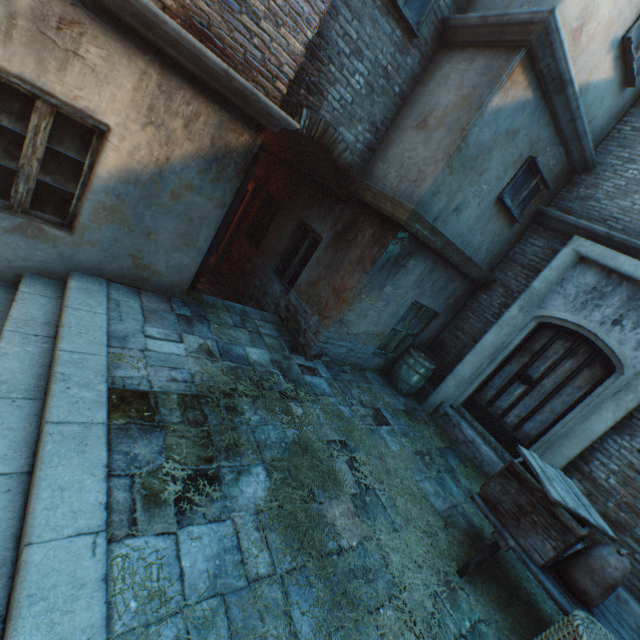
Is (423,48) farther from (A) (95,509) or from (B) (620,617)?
(B) (620,617)

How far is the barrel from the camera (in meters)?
6.44

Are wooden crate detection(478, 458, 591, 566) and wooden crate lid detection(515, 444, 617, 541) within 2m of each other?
yes

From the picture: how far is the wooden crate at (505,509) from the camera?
2.9m

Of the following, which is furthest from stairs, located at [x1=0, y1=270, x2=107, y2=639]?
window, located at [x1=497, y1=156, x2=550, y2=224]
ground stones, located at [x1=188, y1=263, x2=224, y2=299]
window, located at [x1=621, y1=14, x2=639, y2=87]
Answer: window, located at [x1=621, y1=14, x2=639, y2=87]

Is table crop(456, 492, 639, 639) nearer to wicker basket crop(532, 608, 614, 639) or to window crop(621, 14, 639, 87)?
wicker basket crop(532, 608, 614, 639)

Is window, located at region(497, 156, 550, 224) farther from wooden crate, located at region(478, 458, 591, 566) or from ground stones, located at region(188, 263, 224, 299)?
ground stones, located at region(188, 263, 224, 299)

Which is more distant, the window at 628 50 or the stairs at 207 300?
the stairs at 207 300
